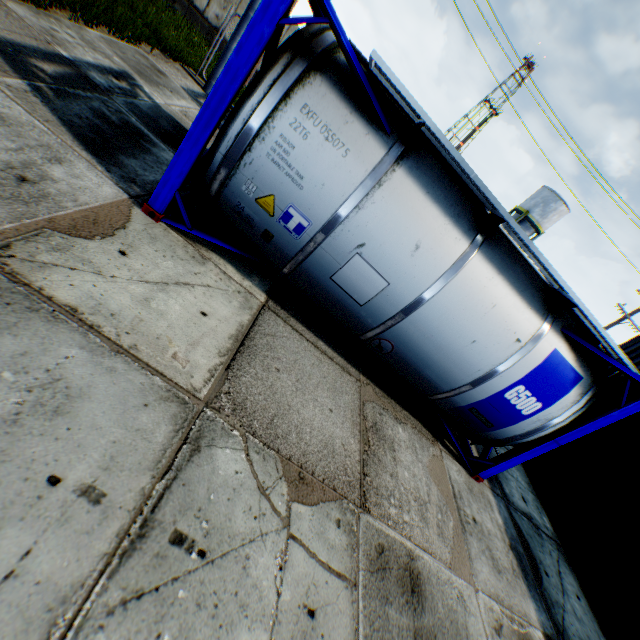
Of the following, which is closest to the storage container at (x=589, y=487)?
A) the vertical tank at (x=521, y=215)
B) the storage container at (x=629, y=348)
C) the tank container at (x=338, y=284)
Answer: the storage container at (x=629, y=348)

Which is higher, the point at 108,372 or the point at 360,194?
the point at 360,194

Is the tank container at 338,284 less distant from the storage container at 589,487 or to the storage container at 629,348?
the storage container at 589,487

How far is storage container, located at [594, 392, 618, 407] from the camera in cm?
806

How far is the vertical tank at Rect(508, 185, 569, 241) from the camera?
34.0 meters

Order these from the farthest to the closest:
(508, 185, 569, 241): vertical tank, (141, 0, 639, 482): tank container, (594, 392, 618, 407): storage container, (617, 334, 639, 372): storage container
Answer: (508, 185, 569, 241): vertical tank < (617, 334, 639, 372): storage container < (594, 392, 618, 407): storage container < (141, 0, 639, 482): tank container

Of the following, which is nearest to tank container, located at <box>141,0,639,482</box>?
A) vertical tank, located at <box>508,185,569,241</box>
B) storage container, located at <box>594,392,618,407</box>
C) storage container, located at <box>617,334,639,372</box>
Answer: storage container, located at <box>594,392,618,407</box>

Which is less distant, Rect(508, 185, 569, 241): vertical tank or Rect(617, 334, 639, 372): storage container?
Rect(617, 334, 639, 372): storage container
